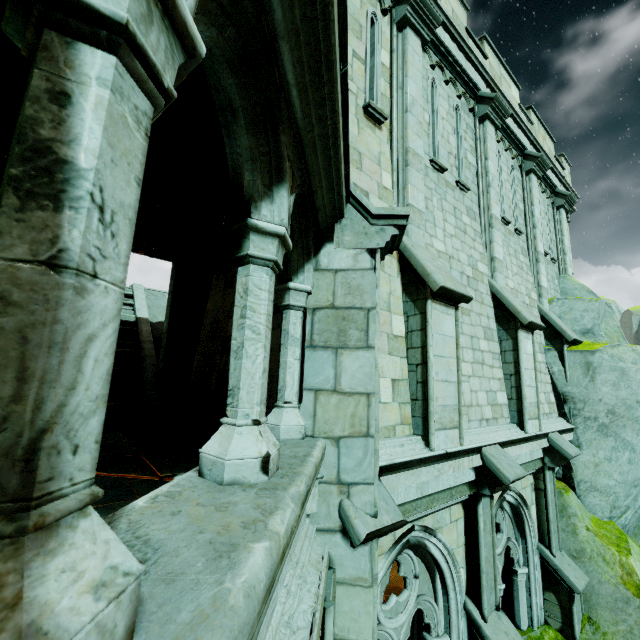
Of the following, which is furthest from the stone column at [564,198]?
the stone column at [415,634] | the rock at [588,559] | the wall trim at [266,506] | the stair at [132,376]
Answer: the stair at [132,376]

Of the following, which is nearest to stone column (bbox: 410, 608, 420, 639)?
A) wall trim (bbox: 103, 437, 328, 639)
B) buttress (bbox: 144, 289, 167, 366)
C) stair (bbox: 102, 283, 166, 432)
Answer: wall trim (bbox: 103, 437, 328, 639)

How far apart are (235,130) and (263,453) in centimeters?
190cm

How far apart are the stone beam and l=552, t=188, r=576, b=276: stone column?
11.4m

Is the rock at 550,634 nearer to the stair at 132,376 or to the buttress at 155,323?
the buttress at 155,323

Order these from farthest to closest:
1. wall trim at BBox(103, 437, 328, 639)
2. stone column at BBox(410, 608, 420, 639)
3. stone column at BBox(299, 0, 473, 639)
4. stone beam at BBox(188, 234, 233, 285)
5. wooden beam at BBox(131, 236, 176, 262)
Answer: wooden beam at BBox(131, 236, 176, 262) → stone beam at BBox(188, 234, 233, 285) → stone column at BBox(410, 608, 420, 639) → stone column at BBox(299, 0, 473, 639) → wall trim at BBox(103, 437, 328, 639)

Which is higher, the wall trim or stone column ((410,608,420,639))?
the wall trim

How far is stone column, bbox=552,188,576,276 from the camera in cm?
1181
